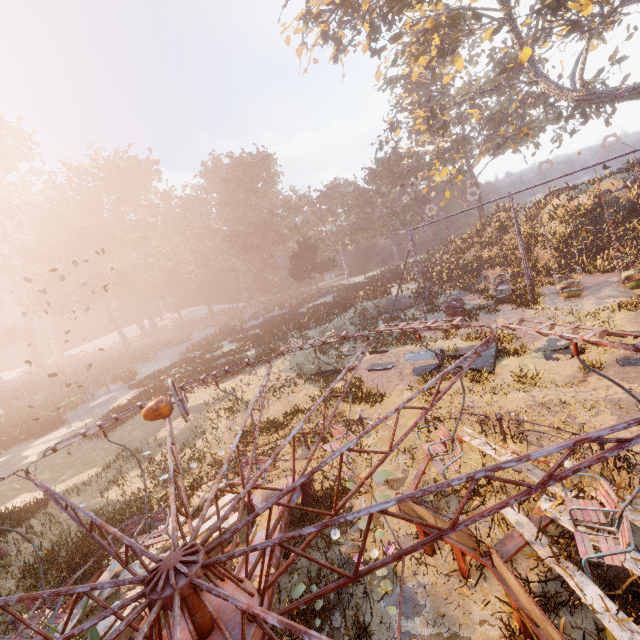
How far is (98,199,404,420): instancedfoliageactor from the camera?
24.0 meters

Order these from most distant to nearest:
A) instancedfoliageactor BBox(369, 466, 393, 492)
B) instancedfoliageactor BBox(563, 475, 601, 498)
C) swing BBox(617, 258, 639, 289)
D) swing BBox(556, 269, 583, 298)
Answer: swing BBox(556, 269, 583, 298)
swing BBox(617, 258, 639, 289)
instancedfoliageactor BBox(369, 466, 393, 492)
instancedfoliageactor BBox(563, 475, 601, 498)

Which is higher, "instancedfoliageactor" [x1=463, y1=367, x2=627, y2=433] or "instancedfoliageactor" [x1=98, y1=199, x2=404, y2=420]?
"instancedfoliageactor" [x1=98, y1=199, x2=404, y2=420]

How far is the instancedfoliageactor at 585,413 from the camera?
7.7 meters

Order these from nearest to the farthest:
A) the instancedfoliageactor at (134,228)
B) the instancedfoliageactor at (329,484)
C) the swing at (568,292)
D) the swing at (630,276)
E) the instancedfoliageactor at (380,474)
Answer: the instancedfoliageactor at (380,474) < the instancedfoliageactor at (329,484) < the swing at (630,276) < the swing at (568,292) < the instancedfoliageactor at (134,228)

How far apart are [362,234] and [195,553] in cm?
5985

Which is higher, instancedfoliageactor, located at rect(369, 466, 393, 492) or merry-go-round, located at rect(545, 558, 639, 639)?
instancedfoliageactor, located at rect(369, 466, 393, 492)

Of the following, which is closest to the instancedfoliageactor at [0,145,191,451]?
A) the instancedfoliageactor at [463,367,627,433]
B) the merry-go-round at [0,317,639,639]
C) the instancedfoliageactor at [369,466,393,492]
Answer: the merry-go-round at [0,317,639,639]
